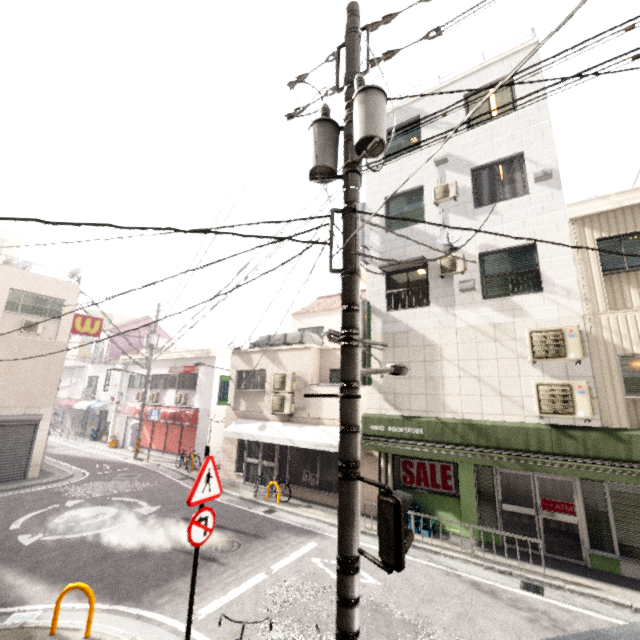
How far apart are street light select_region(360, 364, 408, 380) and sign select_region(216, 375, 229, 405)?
11.6m

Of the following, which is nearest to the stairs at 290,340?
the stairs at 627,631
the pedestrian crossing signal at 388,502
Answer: the pedestrian crossing signal at 388,502

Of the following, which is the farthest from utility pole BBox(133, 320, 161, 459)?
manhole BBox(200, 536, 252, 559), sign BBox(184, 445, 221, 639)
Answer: sign BBox(184, 445, 221, 639)

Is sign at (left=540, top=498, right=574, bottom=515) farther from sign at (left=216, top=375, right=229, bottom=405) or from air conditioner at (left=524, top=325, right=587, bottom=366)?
sign at (left=216, top=375, right=229, bottom=405)

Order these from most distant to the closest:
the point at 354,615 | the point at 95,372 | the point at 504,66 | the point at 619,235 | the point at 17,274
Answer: the point at 95,372, the point at 17,274, the point at 504,66, the point at 619,235, the point at 354,615

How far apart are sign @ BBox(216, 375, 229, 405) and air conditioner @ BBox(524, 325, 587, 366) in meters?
12.4 m

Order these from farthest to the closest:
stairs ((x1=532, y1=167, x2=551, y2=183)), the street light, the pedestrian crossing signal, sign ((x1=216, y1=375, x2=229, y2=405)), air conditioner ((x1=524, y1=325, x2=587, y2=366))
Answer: sign ((x1=216, y1=375, x2=229, y2=405)) < stairs ((x1=532, y1=167, x2=551, y2=183)) < air conditioner ((x1=524, y1=325, x2=587, y2=366)) < the street light < the pedestrian crossing signal

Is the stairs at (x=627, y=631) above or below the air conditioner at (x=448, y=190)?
below
